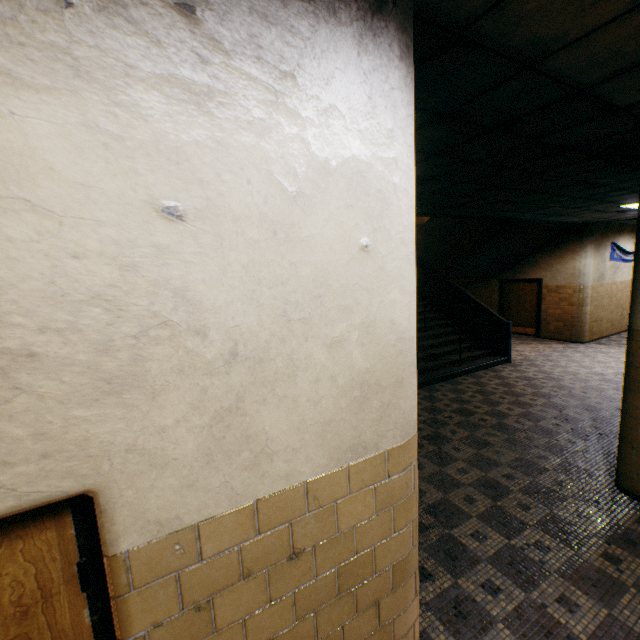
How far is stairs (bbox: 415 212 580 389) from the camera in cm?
846

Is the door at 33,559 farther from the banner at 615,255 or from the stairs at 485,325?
the banner at 615,255

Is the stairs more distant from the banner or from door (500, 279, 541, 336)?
the banner

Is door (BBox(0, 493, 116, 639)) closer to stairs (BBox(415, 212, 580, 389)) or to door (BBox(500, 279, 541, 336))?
stairs (BBox(415, 212, 580, 389))

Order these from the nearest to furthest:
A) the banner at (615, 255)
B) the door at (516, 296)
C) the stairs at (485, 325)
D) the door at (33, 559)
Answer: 1. the door at (33, 559)
2. the stairs at (485, 325)
3. the banner at (615, 255)
4. the door at (516, 296)

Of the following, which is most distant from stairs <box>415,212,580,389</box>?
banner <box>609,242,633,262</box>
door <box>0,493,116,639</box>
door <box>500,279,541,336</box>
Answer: door <box>0,493,116,639</box>

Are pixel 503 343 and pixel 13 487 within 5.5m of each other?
no

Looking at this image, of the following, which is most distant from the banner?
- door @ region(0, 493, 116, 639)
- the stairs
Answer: door @ region(0, 493, 116, 639)
